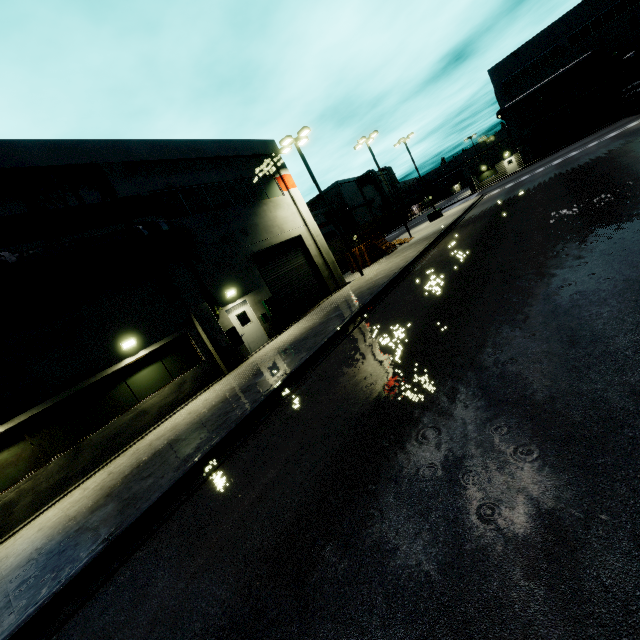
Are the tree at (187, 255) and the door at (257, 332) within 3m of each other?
yes

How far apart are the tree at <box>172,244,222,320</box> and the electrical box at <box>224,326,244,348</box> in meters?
0.6 m

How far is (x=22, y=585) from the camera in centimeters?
539cm

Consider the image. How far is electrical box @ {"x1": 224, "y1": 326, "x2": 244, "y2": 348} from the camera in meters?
15.1 m

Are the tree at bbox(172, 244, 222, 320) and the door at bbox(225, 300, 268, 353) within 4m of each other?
yes

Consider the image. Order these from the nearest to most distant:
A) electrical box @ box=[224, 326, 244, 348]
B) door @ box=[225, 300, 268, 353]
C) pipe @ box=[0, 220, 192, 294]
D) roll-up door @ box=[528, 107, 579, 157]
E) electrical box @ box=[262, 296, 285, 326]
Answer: pipe @ box=[0, 220, 192, 294], electrical box @ box=[224, 326, 244, 348], door @ box=[225, 300, 268, 353], electrical box @ box=[262, 296, 285, 326], roll-up door @ box=[528, 107, 579, 157]

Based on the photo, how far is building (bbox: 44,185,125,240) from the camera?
11.6m

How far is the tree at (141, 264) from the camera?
12.9 meters
